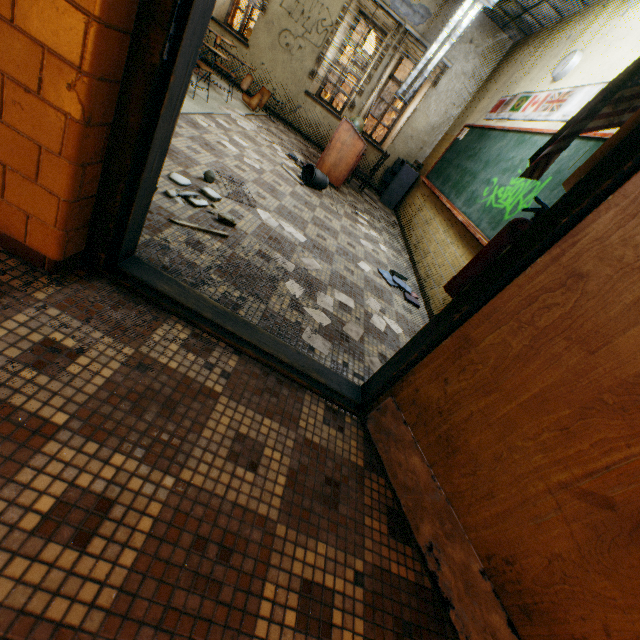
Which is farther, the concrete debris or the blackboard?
the blackboard

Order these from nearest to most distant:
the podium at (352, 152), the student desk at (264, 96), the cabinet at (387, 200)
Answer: the podium at (352, 152) → the student desk at (264, 96) → the cabinet at (387, 200)

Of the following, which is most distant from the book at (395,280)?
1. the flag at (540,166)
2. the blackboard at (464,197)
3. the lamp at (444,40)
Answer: the lamp at (444,40)

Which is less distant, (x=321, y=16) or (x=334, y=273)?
(x=334, y=273)

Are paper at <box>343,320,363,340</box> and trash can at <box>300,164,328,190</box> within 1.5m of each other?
no

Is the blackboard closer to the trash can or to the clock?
the clock

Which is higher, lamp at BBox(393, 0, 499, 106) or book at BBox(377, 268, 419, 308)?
lamp at BBox(393, 0, 499, 106)

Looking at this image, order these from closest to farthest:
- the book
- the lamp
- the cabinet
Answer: the book → the lamp → the cabinet
